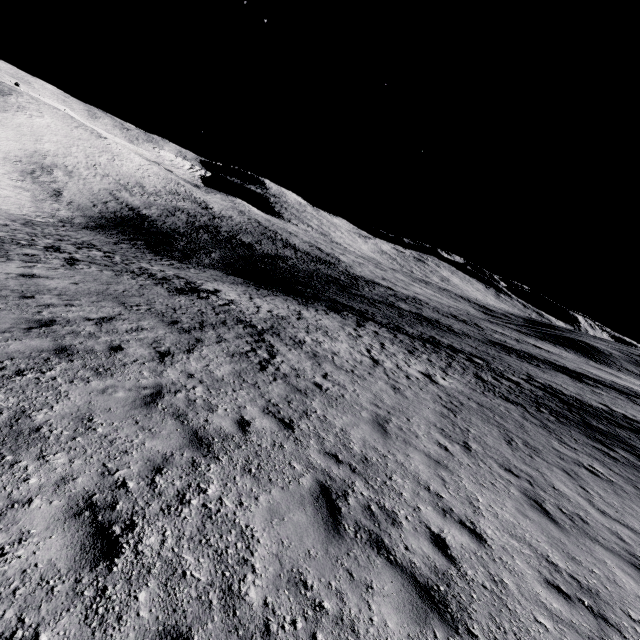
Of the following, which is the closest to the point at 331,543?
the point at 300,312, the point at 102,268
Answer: the point at 102,268
